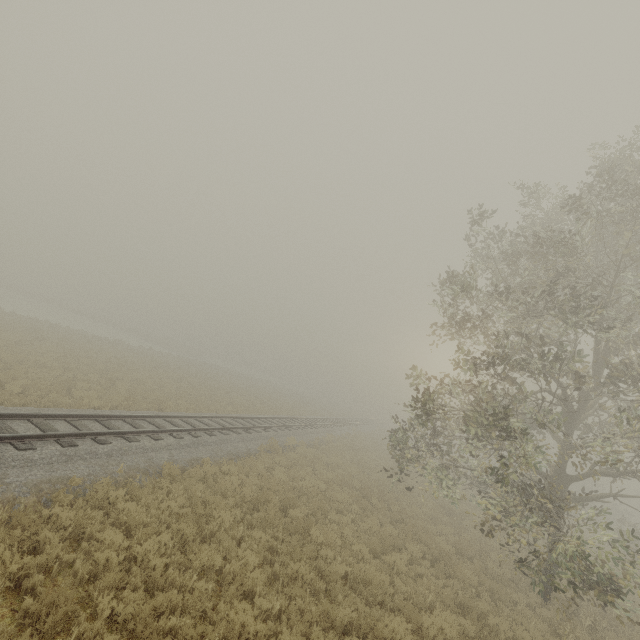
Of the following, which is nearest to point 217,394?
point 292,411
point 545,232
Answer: point 292,411
